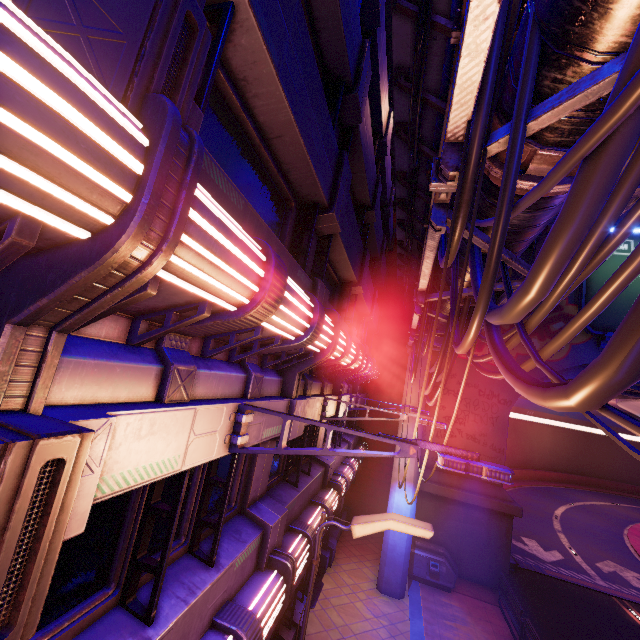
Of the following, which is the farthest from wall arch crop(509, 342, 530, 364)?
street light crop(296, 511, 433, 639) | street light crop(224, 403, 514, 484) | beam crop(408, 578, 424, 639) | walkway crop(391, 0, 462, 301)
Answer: street light crop(224, 403, 514, 484)

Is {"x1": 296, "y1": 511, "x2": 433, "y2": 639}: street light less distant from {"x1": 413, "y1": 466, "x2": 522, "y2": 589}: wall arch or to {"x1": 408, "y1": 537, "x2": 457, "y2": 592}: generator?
{"x1": 408, "y1": 537, "x2": 457, "y2": 592}: generator

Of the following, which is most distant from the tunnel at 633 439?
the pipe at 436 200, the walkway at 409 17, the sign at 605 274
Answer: the walkway at 409 17

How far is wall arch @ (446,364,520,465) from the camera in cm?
1678

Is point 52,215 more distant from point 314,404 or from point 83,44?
point 314,404

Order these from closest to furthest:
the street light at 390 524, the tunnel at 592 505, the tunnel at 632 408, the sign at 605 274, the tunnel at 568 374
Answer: the street light at 390 524, the sign at 605 274, the tunnel at 568 374, the tunnel at 592 505, the tunnel at 632 408

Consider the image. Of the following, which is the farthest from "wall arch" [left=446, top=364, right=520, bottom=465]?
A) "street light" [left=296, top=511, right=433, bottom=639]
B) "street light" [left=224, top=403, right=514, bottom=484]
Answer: "street light" [left=224, top=403, right=514, bottom=484]

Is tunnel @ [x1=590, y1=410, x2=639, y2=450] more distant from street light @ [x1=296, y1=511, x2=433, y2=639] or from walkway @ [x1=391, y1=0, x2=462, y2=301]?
street light @ [x1=296, y1=511, x2=433, y2=639]
